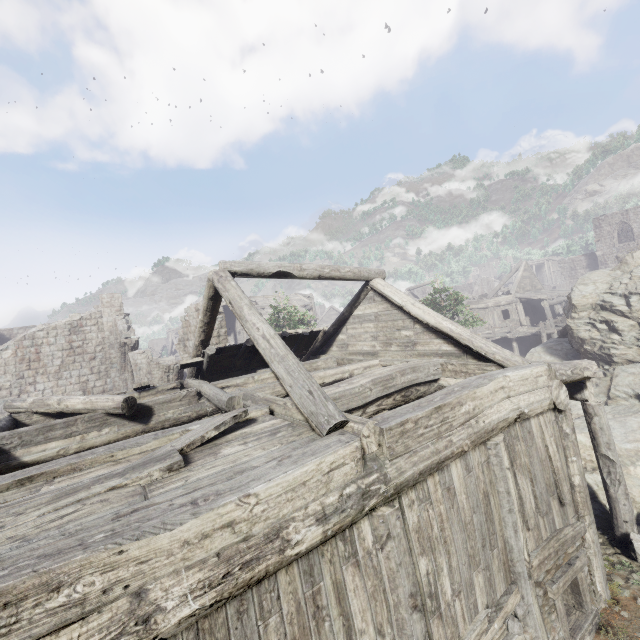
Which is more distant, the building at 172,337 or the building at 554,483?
the building at 172,337

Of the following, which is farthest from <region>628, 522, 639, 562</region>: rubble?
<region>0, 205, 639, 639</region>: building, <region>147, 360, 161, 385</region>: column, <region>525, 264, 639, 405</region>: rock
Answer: <region>147, 360, 161, 385</region>: column

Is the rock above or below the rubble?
above

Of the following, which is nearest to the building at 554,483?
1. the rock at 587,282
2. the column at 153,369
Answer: the rock at 587,282

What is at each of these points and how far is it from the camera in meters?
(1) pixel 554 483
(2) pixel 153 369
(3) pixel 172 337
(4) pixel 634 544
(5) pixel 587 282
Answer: (1) building, 5.9 m
(2) column, 17.6 m
(3) building, 49.7 m
(4) rubble, 7.0 m
(5) rock, 14.5 m

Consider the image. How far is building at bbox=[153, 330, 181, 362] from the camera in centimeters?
4406cm

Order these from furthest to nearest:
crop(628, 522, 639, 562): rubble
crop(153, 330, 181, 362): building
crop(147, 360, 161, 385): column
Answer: crop(153, 330, 181, 362): building < crop(147, 360, 161, 385): column < crop(628, 522, 639, 562): rubble

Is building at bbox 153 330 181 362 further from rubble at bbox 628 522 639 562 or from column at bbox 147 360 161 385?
column at bbox 147 360 161 385
